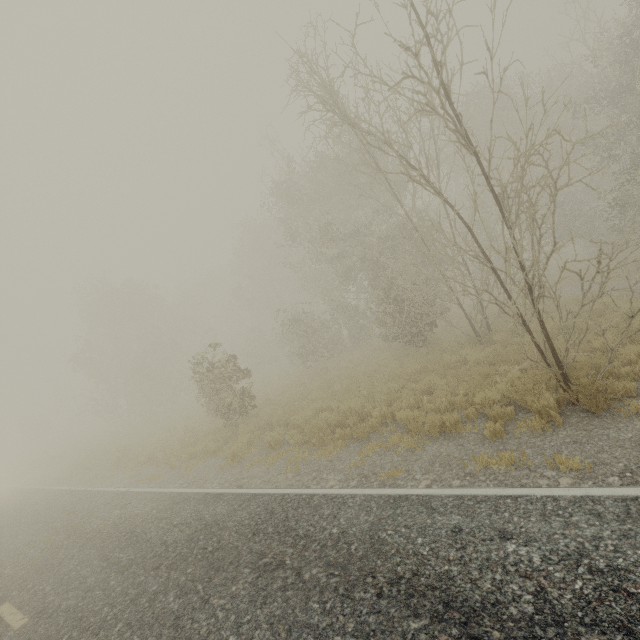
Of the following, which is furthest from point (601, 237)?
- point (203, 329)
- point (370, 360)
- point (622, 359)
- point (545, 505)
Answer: point (203, 329)
